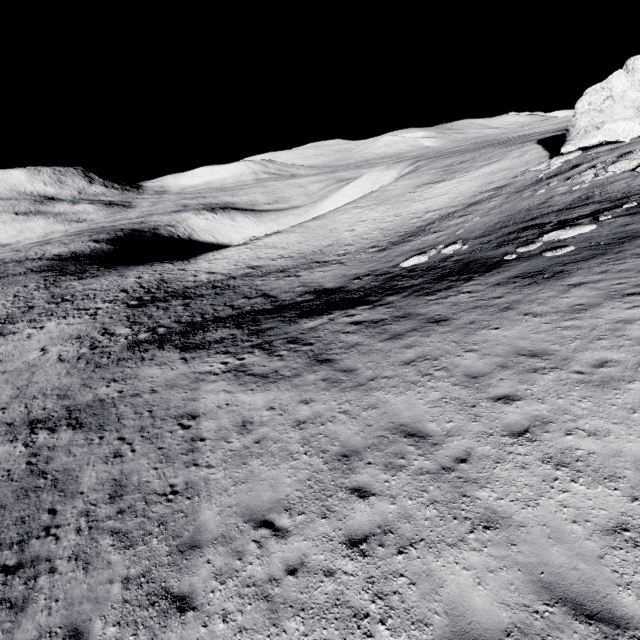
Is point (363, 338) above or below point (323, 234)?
above

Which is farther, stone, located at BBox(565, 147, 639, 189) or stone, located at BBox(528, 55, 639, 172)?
stone, located at BBox(528, 55, 639, 172)

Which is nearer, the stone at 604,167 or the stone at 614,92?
the stone at 604,167

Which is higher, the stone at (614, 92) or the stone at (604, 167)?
the stone at (614, 92)

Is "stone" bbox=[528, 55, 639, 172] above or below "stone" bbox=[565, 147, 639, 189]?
above
